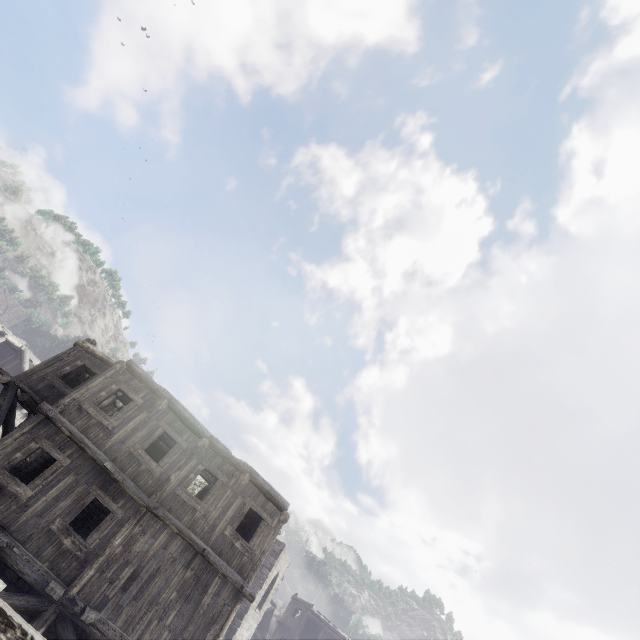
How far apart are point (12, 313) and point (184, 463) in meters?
61.5

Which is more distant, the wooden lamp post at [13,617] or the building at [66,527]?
the building at [66,527]

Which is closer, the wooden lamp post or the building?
the wooden lamp post
